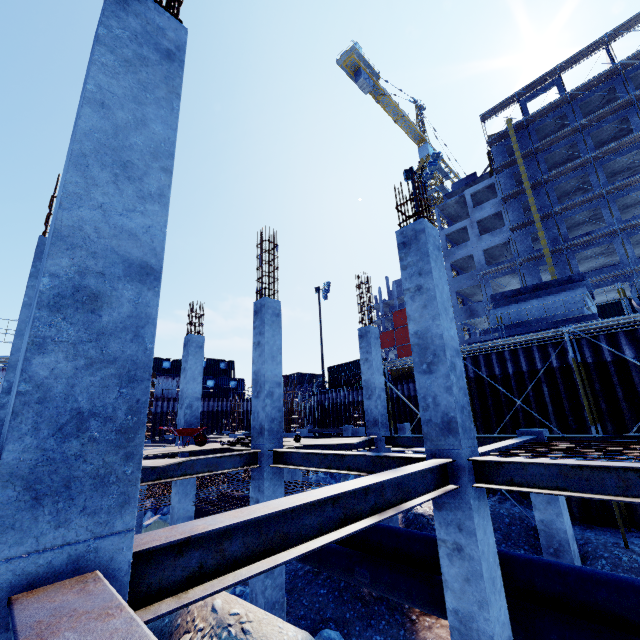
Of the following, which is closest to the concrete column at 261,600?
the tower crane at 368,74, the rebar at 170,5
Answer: the rebar at 170,5

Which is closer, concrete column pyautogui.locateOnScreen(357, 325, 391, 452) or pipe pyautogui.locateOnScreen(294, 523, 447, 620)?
pipe pyautogui.locateOnScreen(294, 523, 447, 620)

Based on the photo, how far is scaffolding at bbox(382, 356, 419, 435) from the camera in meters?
14.3

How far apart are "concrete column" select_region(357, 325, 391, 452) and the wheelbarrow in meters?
5.6 m

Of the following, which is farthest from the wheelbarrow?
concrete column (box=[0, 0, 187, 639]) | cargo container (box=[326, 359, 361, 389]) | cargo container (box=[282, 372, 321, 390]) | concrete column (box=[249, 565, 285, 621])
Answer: cargo container (box=[282, 372, 321, 390])

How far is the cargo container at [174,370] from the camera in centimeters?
3322cm

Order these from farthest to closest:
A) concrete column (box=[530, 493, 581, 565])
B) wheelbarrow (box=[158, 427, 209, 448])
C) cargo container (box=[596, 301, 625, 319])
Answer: cargo container (box=[596, 301, 625, 319]) → wheelbarrow (box=[158, 427, 209, 448]) → concrete column (box=[530, 493, 581, 565])

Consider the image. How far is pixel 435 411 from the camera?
5.1 meters
